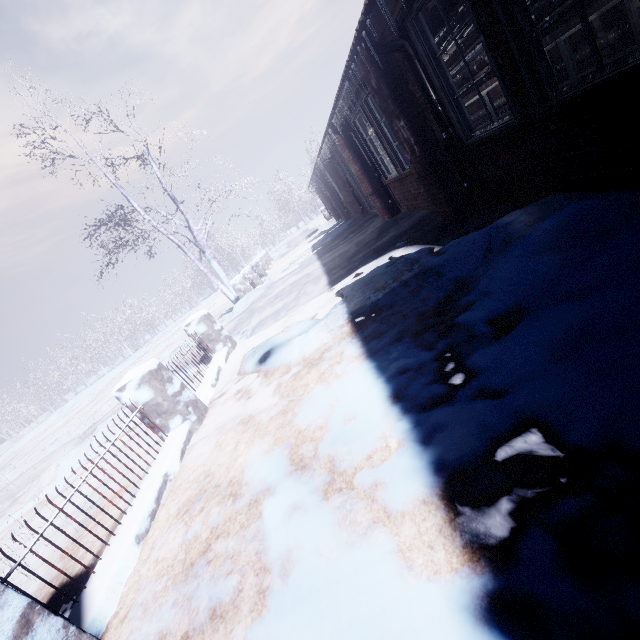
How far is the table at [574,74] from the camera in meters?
4.6 m

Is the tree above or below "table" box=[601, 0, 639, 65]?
above

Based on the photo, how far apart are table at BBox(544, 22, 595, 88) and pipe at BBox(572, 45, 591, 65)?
0.0m

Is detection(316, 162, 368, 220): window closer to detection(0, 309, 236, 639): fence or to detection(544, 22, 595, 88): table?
detection(544, 22, 595, 88): table

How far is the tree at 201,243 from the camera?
8.9m

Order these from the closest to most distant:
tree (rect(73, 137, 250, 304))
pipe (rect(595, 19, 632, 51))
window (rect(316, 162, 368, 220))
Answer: pipe (rect(595, 19, 632, 51)) → tree (rect(73, 137, 250, 304)) → window (rect(316, 162, 368, 220))

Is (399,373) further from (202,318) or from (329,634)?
(202,318)

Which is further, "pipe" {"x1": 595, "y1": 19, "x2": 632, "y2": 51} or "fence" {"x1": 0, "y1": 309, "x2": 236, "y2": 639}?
"pipe" {"x1": 595, "y1": 19, "x2": 632, "y2": 51}
